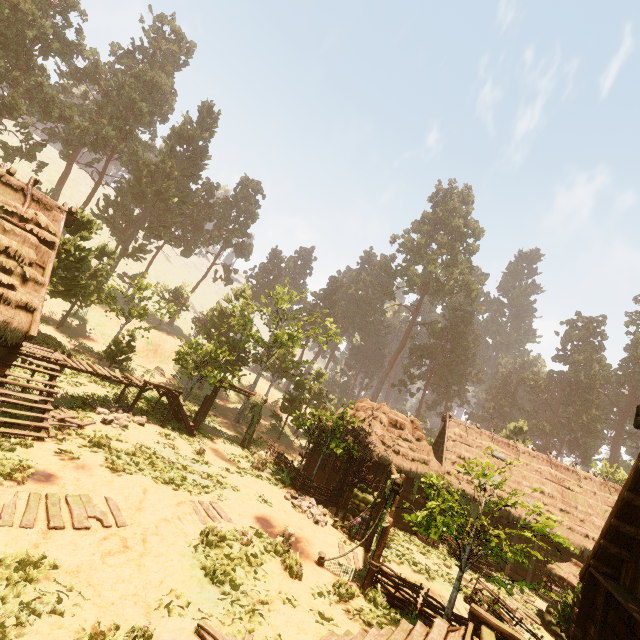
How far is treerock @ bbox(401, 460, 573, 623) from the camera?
7.8 meters

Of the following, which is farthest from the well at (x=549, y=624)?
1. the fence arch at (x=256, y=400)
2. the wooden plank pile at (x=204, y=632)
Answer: the fence arch at (x=256, y=400)

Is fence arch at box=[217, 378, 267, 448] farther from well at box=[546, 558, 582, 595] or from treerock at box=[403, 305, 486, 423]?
well at box=[546, 558, 582, 595]

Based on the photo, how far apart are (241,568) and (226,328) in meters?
25.0

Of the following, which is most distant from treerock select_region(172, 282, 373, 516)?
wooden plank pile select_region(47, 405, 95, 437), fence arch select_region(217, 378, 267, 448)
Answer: wooden plank pile select_region(47, 405, 95, 437)

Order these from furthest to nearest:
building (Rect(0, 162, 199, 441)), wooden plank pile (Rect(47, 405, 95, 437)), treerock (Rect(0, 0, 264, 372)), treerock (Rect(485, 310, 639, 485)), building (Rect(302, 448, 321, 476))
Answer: treerock (Rect(485, 310, 639, 485)), treerock (Rect(0, 0, 264, 372)), building (Rect(302, 448, 321, 476)), wooden plank pile (Rect(47, 405, 95, 437)), building (Rect(0, 162, 199, 441))

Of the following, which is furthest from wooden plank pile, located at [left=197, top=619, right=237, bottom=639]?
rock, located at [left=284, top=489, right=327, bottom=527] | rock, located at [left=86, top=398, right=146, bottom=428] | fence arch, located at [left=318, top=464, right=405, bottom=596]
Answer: rock, located at [left=86, top=398, right=146, bottom=428]

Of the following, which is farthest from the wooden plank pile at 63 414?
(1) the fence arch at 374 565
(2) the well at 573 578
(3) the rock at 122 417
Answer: (2) the well at 573 578
